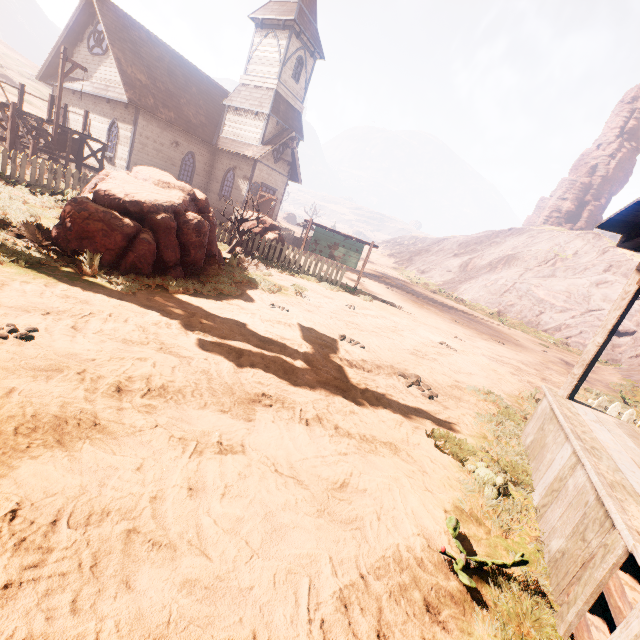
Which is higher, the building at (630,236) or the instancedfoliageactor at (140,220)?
the building at (630,236)

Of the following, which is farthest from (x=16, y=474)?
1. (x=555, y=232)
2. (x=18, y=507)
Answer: (x=555, y=232)

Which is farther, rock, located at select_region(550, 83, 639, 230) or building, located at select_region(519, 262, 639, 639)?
rock, located at select_region(550, 83, 639, 230)

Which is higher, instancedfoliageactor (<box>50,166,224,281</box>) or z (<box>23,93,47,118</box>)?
z (<box>23,93,47,118</box>)

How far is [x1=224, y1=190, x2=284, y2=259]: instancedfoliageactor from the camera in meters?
12.6 m

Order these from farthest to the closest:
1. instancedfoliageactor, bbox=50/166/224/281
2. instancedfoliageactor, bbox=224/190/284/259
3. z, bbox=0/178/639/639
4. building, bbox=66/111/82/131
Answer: building, bbox=66/111/82/131
instancedfoliageactor, bbox=224/190/284/259
instancedfoliageactor, bbox=50/166/224/281
z, bbox=0/178/639/639

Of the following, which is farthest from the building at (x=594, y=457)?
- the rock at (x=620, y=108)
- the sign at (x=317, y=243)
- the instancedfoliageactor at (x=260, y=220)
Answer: the rock at (x=620, y=108)

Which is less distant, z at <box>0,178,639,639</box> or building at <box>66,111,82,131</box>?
z at <box>0,178,639,639</box>
